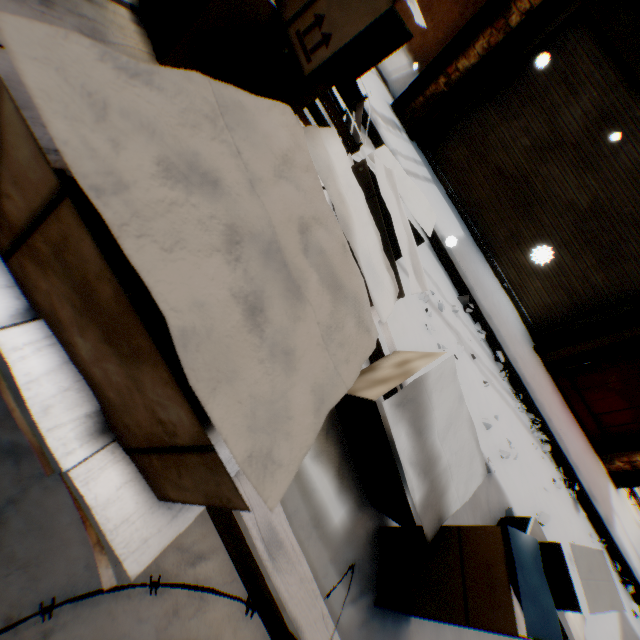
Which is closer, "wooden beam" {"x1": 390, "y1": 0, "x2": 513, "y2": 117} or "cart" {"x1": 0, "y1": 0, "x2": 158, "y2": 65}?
"cart" {"x1": 0, "y1": 0, "x2": 158, "y2": 65}

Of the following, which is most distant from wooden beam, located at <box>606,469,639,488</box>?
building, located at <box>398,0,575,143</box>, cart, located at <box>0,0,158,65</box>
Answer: cart, located at <box>0,0,158,65</box>

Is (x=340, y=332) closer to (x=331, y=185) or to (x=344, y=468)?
(x=331, y=185)

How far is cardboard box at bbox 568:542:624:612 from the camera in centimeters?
196cm

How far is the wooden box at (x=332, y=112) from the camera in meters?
1.6

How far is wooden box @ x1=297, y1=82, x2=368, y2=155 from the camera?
1.6 meters

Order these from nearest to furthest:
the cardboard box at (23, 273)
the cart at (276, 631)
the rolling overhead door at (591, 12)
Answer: the cardboard box at (23, 273) → the cart at (276, 631) → the rolling overhead door at (591, 12)

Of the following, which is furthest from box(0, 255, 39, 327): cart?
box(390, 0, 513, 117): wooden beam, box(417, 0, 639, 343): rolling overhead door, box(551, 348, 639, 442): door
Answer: box(551, 348, 639, 442): door
